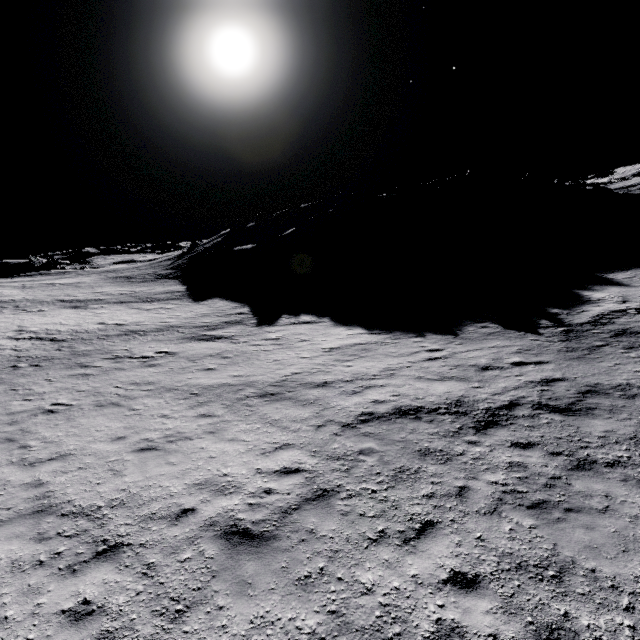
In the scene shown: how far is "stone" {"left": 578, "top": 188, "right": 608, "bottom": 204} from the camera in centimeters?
5575cm

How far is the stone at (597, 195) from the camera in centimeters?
5575cm

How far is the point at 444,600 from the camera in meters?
4.8
